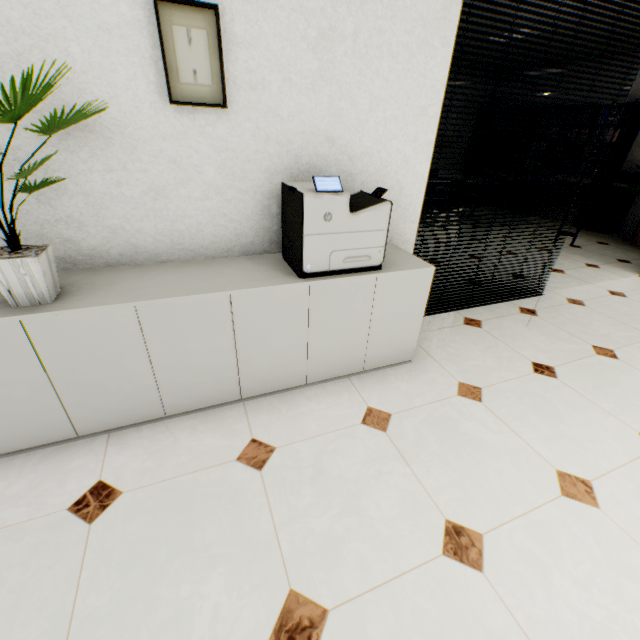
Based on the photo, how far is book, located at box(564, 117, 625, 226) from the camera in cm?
604

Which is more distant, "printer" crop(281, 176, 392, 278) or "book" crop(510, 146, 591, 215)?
"book" crop(510, 146, 591, 215)

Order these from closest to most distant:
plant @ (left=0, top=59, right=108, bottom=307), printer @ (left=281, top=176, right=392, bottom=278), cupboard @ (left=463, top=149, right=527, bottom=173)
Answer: plant @ (left=0, top=59, right=108, bottom=307) → printer @ (left=281, top=176, right=392, bottom=278) → cupboard @ (left=463, top=149, right=527, bottom=173)

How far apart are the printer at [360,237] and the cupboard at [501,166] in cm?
776

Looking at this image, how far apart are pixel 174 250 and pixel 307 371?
1.1 meters

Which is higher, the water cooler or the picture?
the picture

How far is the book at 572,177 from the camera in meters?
6.7

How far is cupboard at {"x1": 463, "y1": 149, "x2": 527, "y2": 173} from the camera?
7.78m
